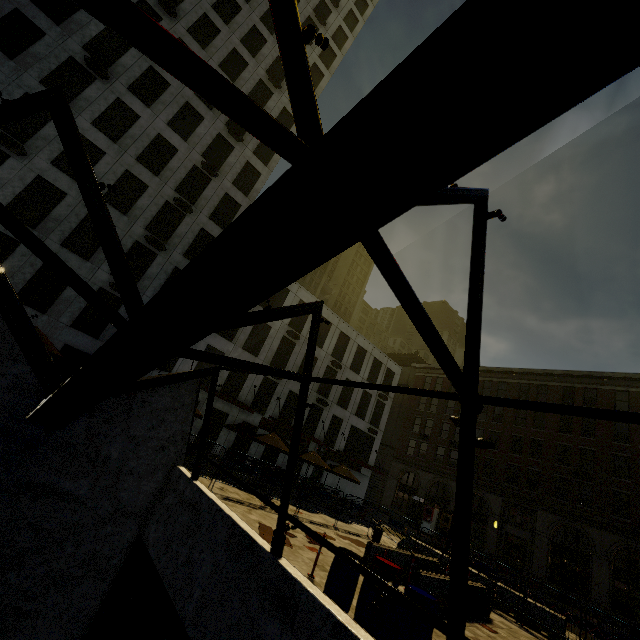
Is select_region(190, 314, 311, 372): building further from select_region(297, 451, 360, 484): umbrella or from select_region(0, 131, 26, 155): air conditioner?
select_region(0, 131, 26, 155): air conditioner

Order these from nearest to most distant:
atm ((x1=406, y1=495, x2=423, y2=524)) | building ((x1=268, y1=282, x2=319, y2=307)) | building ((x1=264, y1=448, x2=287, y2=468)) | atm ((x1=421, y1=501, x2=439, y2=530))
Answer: building ((x1=264, y1=448, x2=287, y2=468)), building ((x1=268, y1=282, x2=319, y2=307)), atm ((x1=421, y1=501, x2=439, y2=530)), atm ((x1=406, y1=495, x2=423, y2=524))

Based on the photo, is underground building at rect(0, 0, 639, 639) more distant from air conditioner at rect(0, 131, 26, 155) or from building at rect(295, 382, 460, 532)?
building at rect(295, 382, 460, 532)

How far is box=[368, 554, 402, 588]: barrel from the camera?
6.27m

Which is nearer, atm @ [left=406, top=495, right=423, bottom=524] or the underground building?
the underground building

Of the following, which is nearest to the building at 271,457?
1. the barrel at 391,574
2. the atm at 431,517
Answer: the atm at 431,517

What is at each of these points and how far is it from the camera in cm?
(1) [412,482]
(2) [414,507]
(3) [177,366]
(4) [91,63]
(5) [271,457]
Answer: (1) building, 3906
(2) atm, 3606
(3) building, 2336
(4) air conditioner, 2045
(5) building, 2780

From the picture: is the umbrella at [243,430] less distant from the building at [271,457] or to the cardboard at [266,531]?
the building at [271,457]
